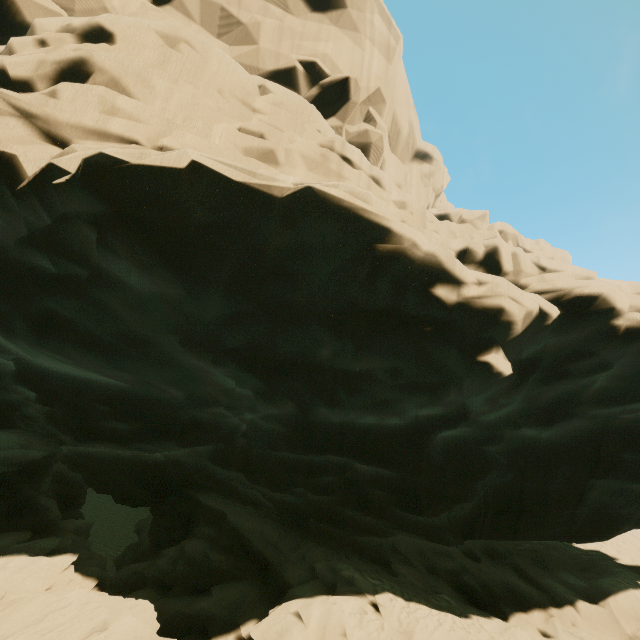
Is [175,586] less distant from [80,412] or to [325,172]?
[80,412]
